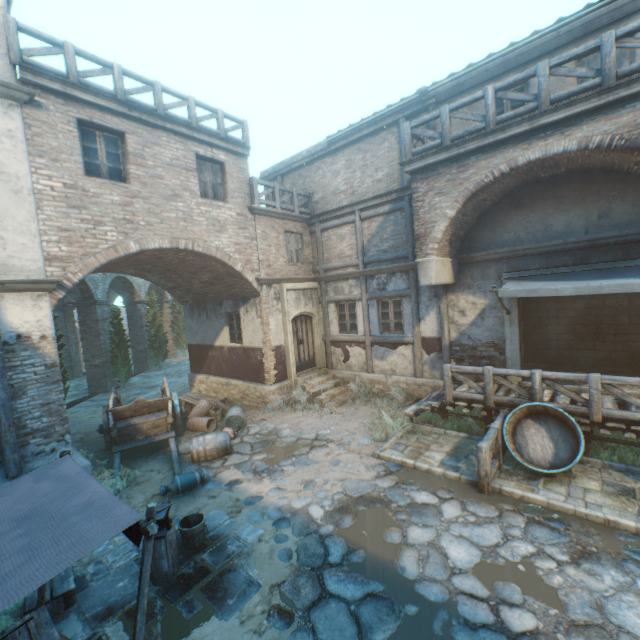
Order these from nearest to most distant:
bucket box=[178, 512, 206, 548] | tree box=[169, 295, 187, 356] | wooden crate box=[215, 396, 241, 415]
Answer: bucket box=[178, 512, 206, 548] < wooden crate box=[215, 396, 241, 415] < tree box=[169, 295, 187, 356]

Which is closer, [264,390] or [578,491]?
[578,491]

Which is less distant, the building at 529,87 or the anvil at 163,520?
the anvil at 163,520

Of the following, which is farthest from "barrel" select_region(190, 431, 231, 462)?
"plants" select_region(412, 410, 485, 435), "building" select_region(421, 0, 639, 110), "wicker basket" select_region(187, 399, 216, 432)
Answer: "building" select_region(421, 0, 639, 110)

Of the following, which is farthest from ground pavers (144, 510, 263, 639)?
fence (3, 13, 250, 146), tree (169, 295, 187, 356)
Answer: tree (169, 295, 187, 356)

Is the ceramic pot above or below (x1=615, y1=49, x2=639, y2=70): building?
below

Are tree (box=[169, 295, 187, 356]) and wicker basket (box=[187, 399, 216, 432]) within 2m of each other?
no

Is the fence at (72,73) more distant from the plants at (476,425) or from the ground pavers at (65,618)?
the plants at (476,425)
